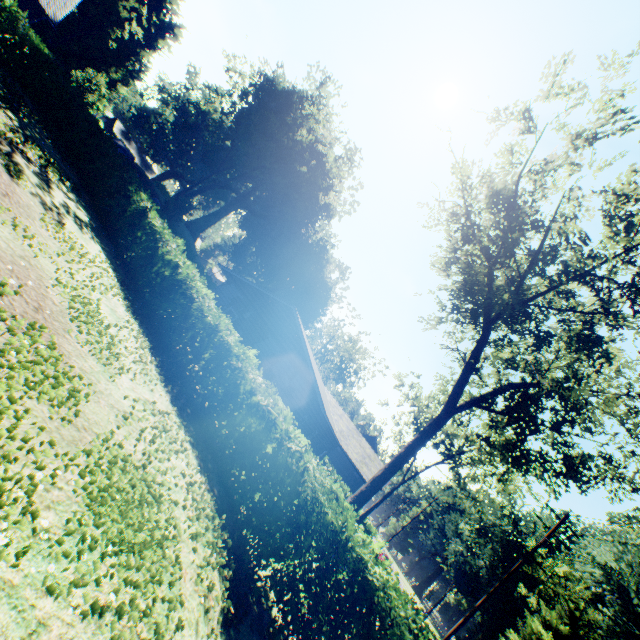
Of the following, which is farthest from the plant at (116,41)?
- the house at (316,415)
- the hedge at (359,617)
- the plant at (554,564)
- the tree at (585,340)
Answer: the hedge at (359,617)

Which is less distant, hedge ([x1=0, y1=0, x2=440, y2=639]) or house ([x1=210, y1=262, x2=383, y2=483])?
hedge ([x1=0, y1=0, x2=440, y2=639])

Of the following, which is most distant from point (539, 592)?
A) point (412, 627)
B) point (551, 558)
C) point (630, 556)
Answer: point (412, 627)

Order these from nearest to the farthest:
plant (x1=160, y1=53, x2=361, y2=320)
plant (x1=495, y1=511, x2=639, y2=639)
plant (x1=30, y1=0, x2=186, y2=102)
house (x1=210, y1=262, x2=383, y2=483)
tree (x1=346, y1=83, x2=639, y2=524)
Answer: tree (x1=346, y1=83, x2=639, y2=524), house (x1=210, y1=262, x2=383, y2=483), plant (x1=495, y1=511, x2=639, y2=639), plant (x1=160, y1=53, x2=361, y2=320), plant (x1=30, y1=0, x2=186, y2=102)

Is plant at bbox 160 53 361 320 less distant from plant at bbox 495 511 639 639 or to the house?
plant at bbox 495 511 639 639

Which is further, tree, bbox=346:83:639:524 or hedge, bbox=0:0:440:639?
tree, bbox=346:83:639:524

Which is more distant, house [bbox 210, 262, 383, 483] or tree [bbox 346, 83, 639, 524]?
house [bbox 210, 262, 383, 483]

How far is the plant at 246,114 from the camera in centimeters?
3659cm
